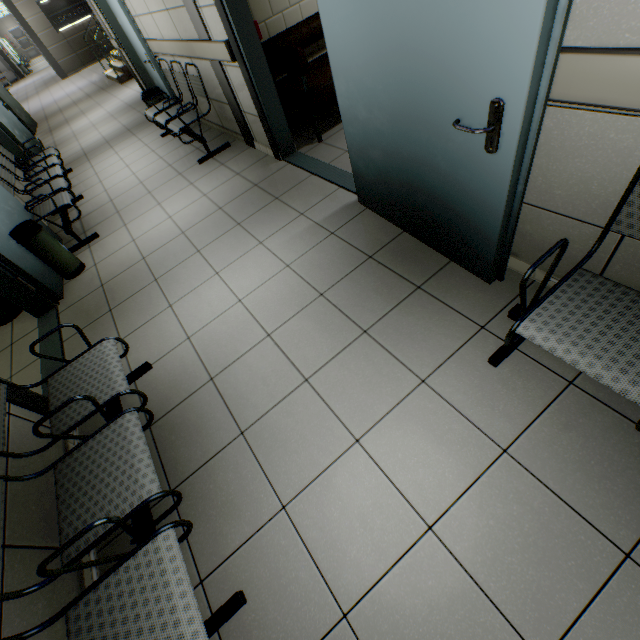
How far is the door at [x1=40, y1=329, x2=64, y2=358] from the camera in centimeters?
286cm

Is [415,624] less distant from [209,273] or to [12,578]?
[12,578]

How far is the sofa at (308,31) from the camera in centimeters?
332cm

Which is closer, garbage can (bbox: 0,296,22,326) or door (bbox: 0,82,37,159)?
garbage can (bbox: 0,296,22,326)

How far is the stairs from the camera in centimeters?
956cm

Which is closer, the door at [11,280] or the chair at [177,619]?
the chair at [177,619]

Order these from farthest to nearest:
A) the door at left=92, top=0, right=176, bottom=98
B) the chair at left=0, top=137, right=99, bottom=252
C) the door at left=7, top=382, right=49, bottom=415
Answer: the door at left=92, top=0, right=176, bottom=98 → the chair at left=0, top=137, right=99, bottom=252 → the door at left=7, top=382, right=49, bottom=415

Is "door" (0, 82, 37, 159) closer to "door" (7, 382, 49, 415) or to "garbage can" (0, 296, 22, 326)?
"door" (7, 382, 49, 415)
